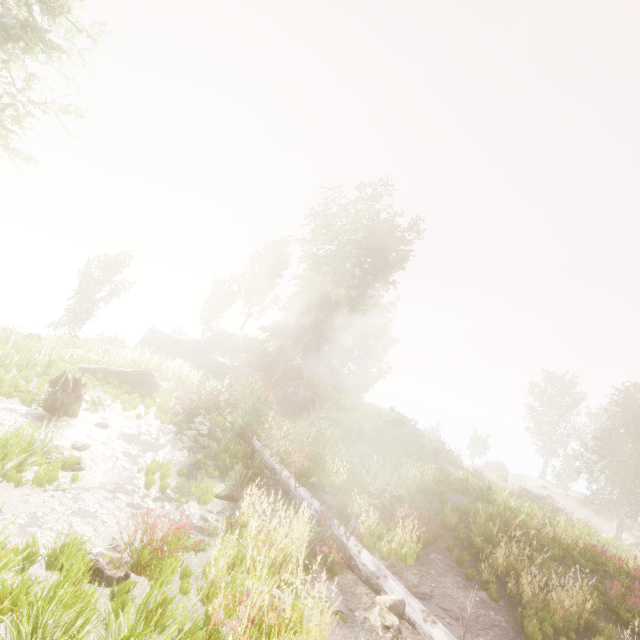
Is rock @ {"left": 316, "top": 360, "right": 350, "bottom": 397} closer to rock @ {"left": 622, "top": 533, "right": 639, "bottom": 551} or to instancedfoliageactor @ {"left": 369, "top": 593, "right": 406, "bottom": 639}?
instancedfoliageactor @ {"left": 369, "top": 593, "right": 406, "bottom": 639}

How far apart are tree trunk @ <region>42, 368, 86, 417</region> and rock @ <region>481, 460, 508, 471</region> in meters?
53.3

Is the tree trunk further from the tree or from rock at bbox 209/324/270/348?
rock at bbox 209/324/270/348

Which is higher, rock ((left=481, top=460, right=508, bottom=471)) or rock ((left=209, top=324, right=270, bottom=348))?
rock ((left=209, top=324, right=270, bottom=348))

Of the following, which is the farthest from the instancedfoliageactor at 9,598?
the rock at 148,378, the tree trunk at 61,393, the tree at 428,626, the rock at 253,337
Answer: the tree trunk at 61,393

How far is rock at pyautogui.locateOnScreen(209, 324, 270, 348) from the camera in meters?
35.1

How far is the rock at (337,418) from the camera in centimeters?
2061cm

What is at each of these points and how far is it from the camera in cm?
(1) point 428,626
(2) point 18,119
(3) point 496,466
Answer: (1) tree, 593
(2) instancedfoliageactor, 905
(3) rock, 4834
